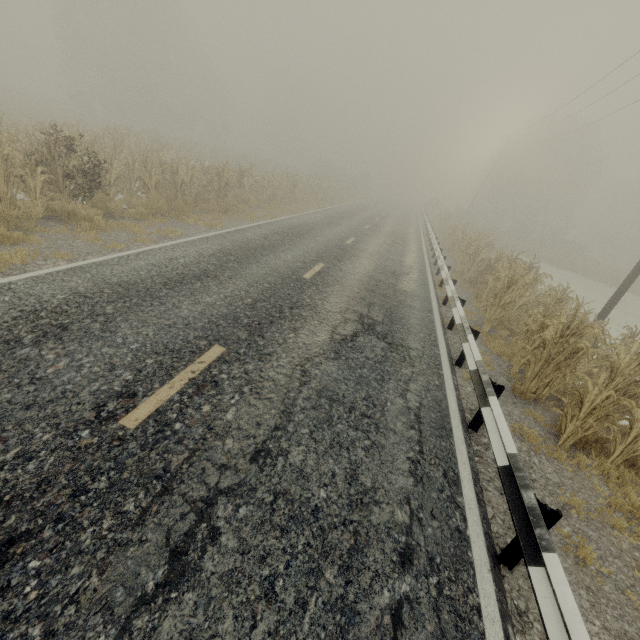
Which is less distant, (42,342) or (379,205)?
(42,342)

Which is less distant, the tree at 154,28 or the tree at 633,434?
the tree at 633,434

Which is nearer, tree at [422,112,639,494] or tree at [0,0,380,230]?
tree at [422,112,639,494]

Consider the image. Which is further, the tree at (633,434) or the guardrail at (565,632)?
the tree at (633,434)

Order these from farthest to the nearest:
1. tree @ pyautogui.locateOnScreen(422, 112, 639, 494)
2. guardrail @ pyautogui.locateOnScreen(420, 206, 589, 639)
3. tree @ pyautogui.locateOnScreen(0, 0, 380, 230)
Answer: tree @ pyautogui.locateOnScreen(0, 0, 380, 230) → tree @ pyautogui.locateOnScreen(422, 112, 639, 494) → guardrail @ pyautogui.locateOnScreen(420, 206, 589, 639)

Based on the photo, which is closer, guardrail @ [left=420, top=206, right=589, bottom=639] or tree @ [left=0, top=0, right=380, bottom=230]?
guardrail @ [left=420, top=206, right=589, bottom=639]
